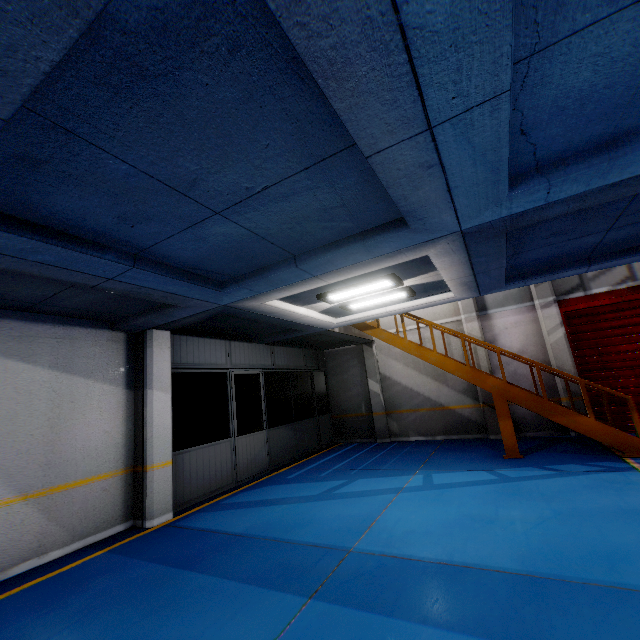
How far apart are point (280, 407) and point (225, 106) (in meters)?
13.64

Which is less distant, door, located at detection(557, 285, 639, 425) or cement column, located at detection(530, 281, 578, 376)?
door, located at detection(557, 285, 639, 425)

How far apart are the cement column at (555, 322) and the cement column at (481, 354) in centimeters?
159cm

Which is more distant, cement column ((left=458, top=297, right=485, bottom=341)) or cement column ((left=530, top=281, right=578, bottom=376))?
cement column ((left=458, top=297, right=485, bottom=341))

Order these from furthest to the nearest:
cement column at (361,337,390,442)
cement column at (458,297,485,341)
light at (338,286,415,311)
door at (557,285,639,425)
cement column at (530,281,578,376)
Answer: cement column at (361,337,390,442), cement column at (458,297,485,341), cement column at (530,281,578,376), door at (557,285,639,425), light at (338,286,415,311)

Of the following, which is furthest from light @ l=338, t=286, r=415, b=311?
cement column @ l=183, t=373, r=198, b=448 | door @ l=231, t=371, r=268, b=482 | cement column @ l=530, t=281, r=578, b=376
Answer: cement column @ l=183, t=373, r=198, b=448

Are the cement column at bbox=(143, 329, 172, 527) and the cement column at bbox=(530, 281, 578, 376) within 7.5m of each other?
no

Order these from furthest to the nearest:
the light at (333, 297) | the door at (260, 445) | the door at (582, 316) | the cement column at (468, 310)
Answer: the cement column at (468, 310), the door at (582, 316), the door at (260, 445), the light at (333, 297)
